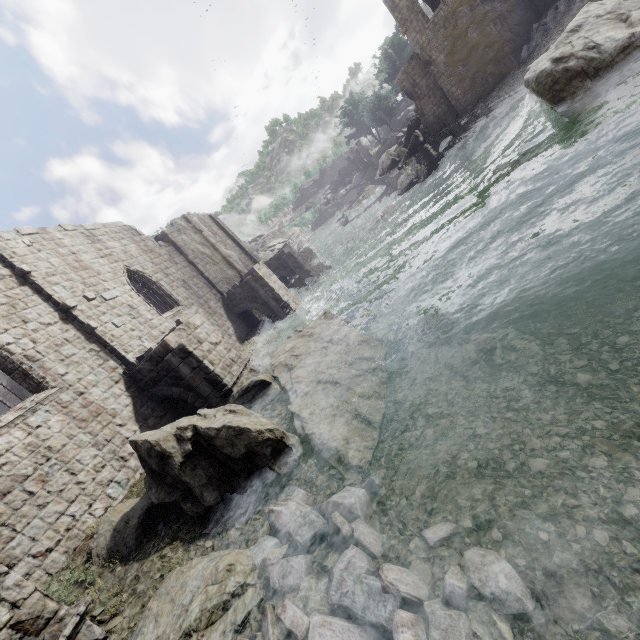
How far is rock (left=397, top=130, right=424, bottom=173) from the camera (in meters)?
34.78

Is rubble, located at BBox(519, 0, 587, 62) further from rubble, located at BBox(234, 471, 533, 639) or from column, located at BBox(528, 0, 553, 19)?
rubble, located at BBox(234, 471, 533, 639)

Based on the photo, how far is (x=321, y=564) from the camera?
4.7 meters

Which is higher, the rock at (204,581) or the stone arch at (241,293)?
the stone arch at (241,293)

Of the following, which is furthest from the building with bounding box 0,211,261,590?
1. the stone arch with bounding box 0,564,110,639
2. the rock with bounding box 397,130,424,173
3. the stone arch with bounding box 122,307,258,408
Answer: the rock with bounding box 397,130,424,173

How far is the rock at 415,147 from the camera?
34.8m

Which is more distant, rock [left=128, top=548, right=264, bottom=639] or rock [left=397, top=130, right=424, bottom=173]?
rock [left=397, top=130, right=424, bottom=173]

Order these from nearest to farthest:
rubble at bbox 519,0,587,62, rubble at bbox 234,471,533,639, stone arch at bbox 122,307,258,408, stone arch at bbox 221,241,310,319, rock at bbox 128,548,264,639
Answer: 1. rubble at bbox 234,471,533,639
2. rock at bbox 128,548,264,639
3. stone arch at bbox 122,307,258,408
4. rubble at bbox 519,0,587,62
5. stone arch at bbox 221,241,310,319
